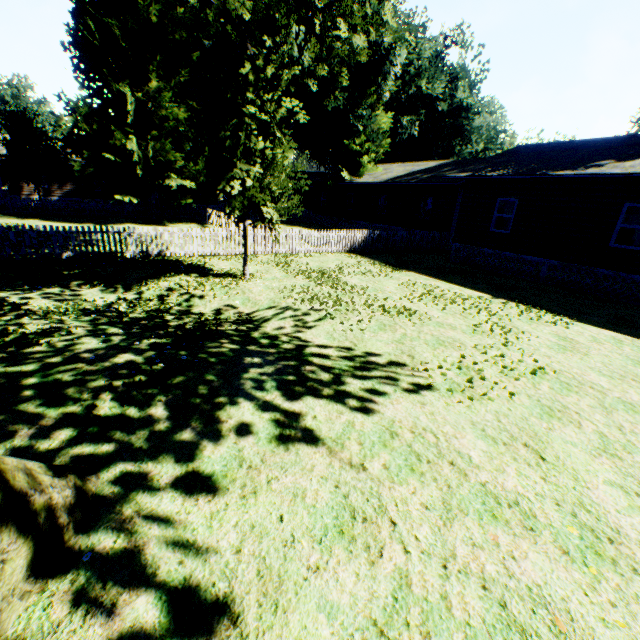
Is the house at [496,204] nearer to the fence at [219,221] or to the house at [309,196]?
the fence at [219,221]

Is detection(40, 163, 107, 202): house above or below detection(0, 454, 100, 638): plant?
above

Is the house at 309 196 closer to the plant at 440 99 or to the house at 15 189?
the plant at 440 99

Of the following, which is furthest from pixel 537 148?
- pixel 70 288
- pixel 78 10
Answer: pixel 78 10

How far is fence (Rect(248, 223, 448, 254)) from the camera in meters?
16.3

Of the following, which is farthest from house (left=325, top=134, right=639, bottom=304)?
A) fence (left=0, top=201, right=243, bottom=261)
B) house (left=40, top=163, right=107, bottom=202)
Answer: house (left=40, top=163, right=107, bottom=202)

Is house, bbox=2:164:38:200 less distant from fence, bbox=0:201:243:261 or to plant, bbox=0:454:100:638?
fence, bbox=0:201:243:261

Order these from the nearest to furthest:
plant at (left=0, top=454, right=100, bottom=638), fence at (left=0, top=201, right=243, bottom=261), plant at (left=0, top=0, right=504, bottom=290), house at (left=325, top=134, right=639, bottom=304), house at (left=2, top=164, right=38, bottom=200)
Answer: plant at (left=0, top=454, right=100, bottom=638)
plant at (left=0, top=0, right=504, bottom=290)
fence at (left=0, top=201, right=243, bottom=261)
house at (left=325, top=134, right=639, bottom=304)
house at (left=2, top=164, right=38, bottom=200)
